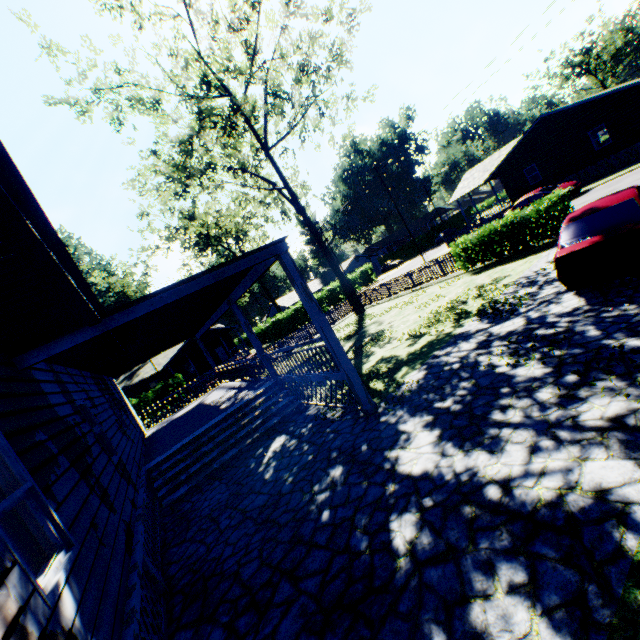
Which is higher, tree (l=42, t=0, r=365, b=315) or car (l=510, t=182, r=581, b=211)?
tree (l=42, t=0, r=365, b=315)

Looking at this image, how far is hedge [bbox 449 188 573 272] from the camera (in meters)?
12.98

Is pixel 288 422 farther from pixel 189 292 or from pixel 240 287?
pixel 189 292

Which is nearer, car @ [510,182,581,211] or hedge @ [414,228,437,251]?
car @ [510,182,581,211]

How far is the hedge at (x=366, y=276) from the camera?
48.7 meters

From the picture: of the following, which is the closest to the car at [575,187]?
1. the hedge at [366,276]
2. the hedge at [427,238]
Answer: the hedge at [366,276]

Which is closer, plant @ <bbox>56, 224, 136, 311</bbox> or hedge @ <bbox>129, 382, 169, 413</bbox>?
hedge @ <bbox>129, 382, 169, 413</bbox>

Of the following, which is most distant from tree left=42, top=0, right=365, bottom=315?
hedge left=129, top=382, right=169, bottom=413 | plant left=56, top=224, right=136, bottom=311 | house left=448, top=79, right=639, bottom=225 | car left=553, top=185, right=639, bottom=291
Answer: plant left=56, top=224, right=136, bottom=311
